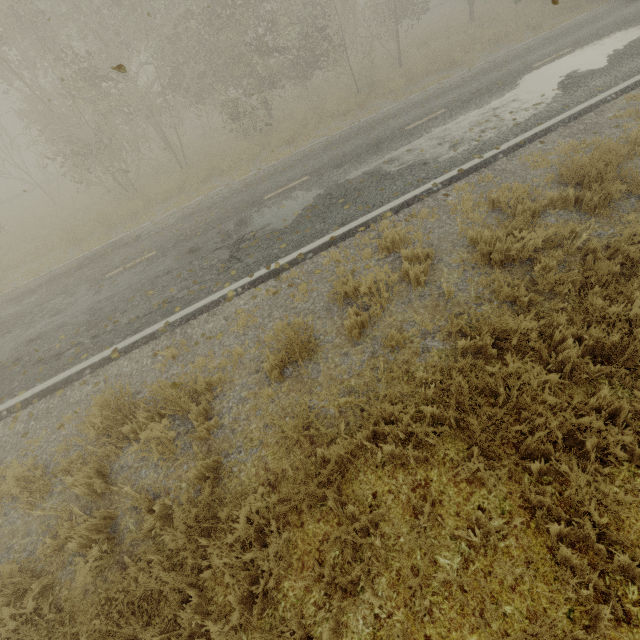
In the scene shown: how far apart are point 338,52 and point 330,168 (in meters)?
10.20
